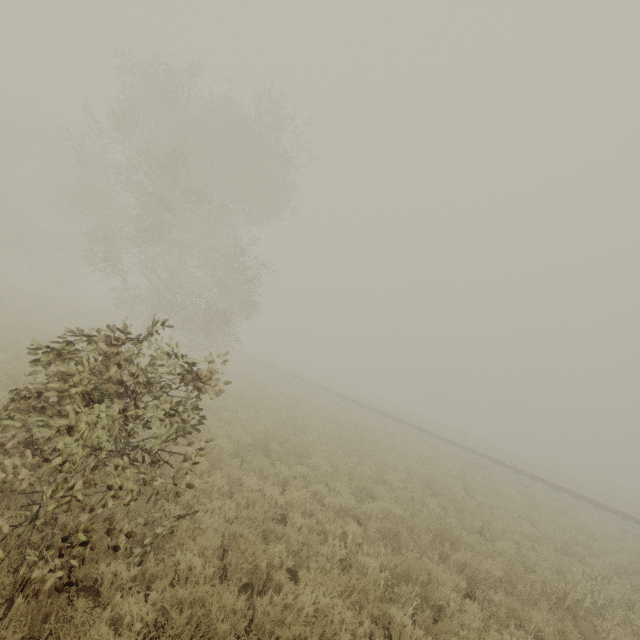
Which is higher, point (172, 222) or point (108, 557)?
point (172, 222)
